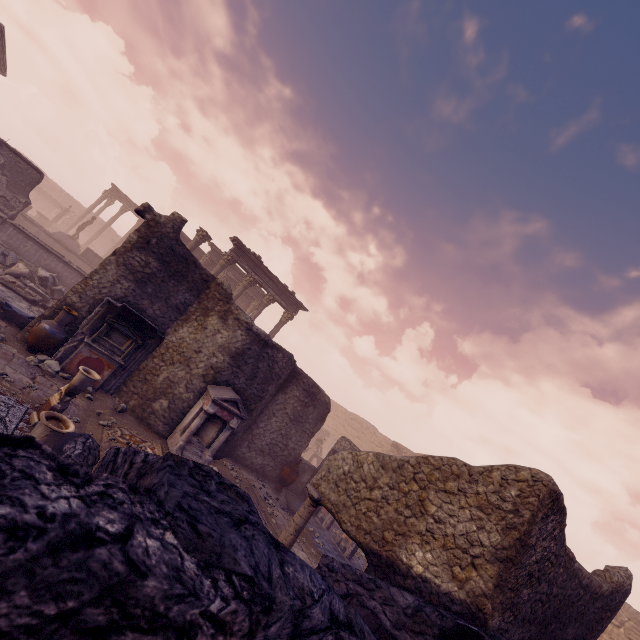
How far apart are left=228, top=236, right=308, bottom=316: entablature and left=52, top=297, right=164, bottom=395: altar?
9.8m

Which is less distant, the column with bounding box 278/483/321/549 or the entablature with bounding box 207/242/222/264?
the column with bounding box 278/483/321/549

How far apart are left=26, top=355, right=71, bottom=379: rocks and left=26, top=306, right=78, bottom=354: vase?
0.1m

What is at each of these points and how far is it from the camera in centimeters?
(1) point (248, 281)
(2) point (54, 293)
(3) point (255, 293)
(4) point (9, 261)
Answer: (1) column, 1925cm
(2) building debris, 1334cm
(3) entablature, 2639cm
(4) building debris, 1280cm

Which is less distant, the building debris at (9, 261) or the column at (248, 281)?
the building debris at (9, 261)

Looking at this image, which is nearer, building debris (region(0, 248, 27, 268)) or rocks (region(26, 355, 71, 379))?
rocks (region(26, 355, 71, 379))

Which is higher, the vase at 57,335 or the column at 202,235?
the column at 202,235

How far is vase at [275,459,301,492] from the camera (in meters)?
11.80
